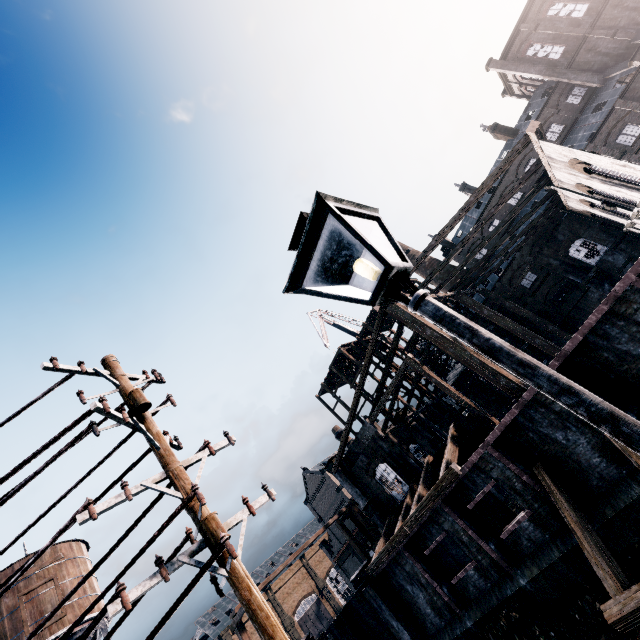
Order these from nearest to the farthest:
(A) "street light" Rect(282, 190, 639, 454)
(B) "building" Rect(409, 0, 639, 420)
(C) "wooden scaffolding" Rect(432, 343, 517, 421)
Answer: (A) "street light" Rect(282, 190, 639, 454)
(B) "building" Rect(409, 0, 639, 420)
(C) "wooden scaffolding" Rect(432, 343, 517, 421)

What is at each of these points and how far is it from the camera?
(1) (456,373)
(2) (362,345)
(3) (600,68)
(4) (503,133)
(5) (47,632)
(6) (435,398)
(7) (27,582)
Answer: (1) wooden scaffolding, 39.2m
(2) wooden scaffolding, 45.0m
(3) building, 40.0m
(4) chimney, 49.9m
(5) water tower, 22.9m
(6) wooden scaffolding, 36.1m
(7) water tower, 24.7m

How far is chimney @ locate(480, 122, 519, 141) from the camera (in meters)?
49.06

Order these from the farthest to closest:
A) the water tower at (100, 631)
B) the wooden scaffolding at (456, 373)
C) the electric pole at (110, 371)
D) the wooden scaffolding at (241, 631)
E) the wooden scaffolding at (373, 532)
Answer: the wooden scaffolding at (456, 373) → the wooden scaffolding at (373, 532) → the water tower at (100, 631) → the wooden scaffolding at (241, 631) → the electric pole at (110, 371)

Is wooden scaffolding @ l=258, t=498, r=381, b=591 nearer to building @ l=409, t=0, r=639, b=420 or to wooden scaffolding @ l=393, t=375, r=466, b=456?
building @ l=409, t=0, r=639, b=420

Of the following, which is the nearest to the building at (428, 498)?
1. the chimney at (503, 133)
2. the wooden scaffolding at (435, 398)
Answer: the wooden scaffolding at (435, 398)

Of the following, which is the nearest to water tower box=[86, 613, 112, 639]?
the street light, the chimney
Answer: the street light

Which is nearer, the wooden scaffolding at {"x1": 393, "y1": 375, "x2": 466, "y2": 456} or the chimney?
the wooden scaffolding at {"x1": 393, "y1": 375, "x2": 466, "y2": 456}
